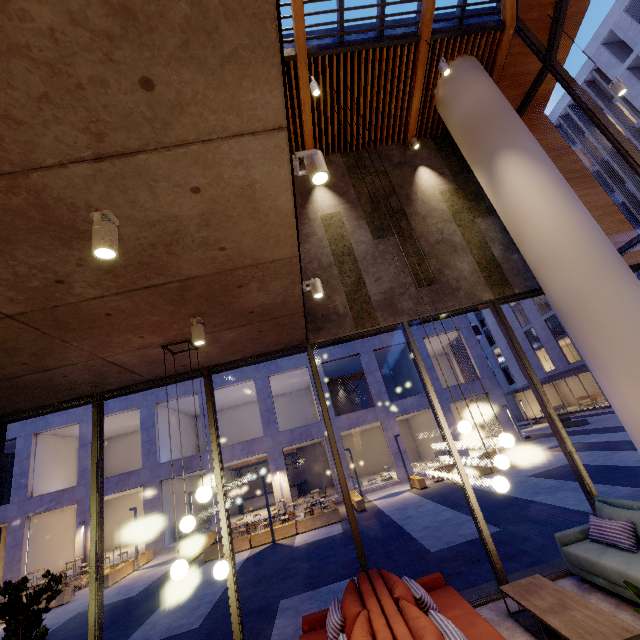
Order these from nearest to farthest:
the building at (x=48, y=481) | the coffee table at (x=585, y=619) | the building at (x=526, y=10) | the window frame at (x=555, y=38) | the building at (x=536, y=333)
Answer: the coffee table at (x=585, y=619) → the window frame at (x=555, y=38) → the building at (x=526, y=10) → the building at (x=48, y=481) → the building at (x=536, y=333)

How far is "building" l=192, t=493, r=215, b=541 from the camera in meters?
19.7

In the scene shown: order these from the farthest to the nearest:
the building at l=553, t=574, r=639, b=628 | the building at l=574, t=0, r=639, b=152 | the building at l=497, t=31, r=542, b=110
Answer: the building at l=574, t=0, r=639, b=152, the building at l=497, t=31, r=542, b=110, the building at l=553, t=574, r=639, b=628

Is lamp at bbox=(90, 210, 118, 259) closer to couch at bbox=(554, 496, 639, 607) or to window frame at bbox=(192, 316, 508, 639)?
window frame at bbox=(192, 316, 508, 639)

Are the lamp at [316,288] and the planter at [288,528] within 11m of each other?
no

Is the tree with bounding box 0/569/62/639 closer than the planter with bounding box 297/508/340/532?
Yes

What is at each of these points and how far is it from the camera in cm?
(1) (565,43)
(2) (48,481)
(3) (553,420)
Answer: (1) building, 779
(2) building, 2189
(3) window frame, 577

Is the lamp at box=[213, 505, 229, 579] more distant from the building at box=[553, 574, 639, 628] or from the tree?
the tree
